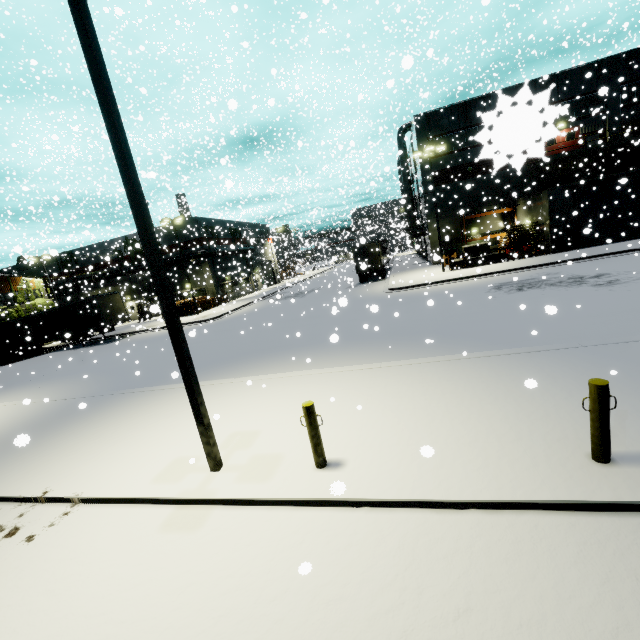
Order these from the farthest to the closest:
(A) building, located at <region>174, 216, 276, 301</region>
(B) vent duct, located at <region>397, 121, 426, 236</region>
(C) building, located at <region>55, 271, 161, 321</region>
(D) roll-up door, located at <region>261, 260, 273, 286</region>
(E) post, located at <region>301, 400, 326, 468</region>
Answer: (D) roll-up door, located at <region>261, 260, 273, 286</region>
(A) building, located at <region>174, 216, 276, 301</region>
(B) vent duct, located at <region>397, 121, 426, 236</region>
(C) building, located at <region>55, 271, 161, 321</region>
(E) post, located at <region>301, 400, 326, 468</region>

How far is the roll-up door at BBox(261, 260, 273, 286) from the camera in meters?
49.2

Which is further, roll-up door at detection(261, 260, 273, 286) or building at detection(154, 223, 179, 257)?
roll-up door at detection(261, 260, 273, 286)

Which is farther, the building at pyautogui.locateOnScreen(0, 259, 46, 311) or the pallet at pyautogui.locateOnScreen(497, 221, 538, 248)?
the building at pyautogui.locateOnScreen(0, 259, 46, 311)

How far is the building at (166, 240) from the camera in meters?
32.6

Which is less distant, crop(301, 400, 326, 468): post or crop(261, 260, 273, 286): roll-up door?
crop(301, 400, 326, 468): post

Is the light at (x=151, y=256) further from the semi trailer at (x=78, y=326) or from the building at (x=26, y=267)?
the semi trailer at (x=78, y=326)

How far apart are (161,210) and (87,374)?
46.4 meters
